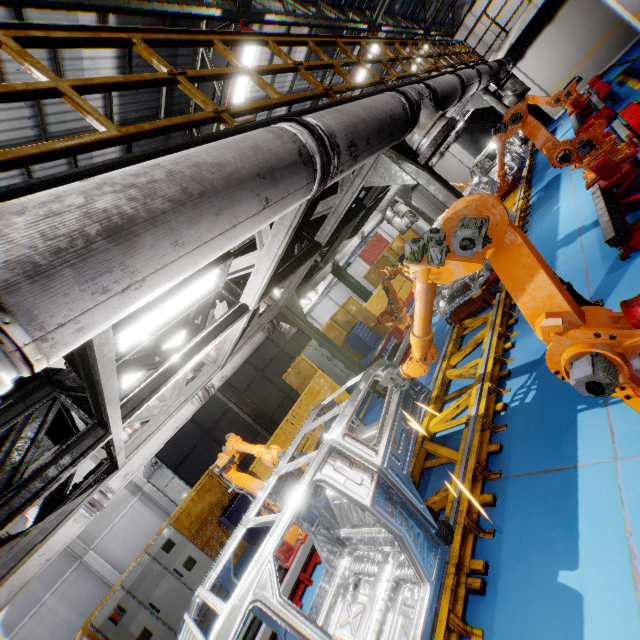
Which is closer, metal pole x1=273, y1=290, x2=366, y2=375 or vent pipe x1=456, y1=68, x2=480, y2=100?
vent pipe x1=456, y1=68, x2=480, y2=100

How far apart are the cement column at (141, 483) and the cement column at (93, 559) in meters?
3.4

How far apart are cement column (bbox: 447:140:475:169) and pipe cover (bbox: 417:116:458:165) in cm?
1756

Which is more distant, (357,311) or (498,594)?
(357,311)

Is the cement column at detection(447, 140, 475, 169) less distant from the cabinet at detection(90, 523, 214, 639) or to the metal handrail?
the metal handrail

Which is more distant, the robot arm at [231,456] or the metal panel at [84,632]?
the metal panel at [84,632]

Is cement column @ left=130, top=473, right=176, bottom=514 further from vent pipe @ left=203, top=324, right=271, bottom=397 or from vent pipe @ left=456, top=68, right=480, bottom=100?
vent pipe @ left=456, top=68, right=480, bottom=100

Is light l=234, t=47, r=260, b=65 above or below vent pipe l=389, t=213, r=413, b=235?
above
